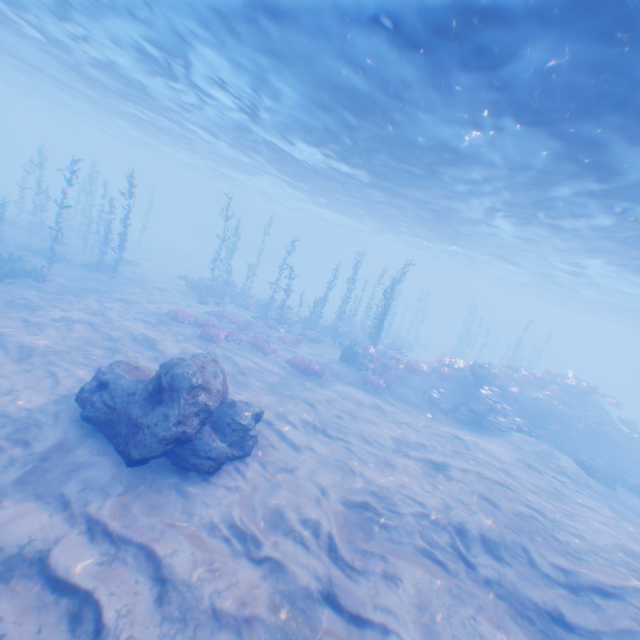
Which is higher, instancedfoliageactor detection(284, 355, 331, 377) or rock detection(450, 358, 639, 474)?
rock detection(450, 358, 639, 474)

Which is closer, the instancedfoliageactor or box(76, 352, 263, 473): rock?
box(76, 352, 263, 473): rock

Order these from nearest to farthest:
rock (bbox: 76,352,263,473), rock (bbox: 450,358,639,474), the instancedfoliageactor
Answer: rock (bbox: 76,352,263,473), the instancedfoliageactor, rock (bbox: 450,358,639,474)

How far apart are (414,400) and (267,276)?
43.3m

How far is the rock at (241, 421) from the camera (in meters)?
8.27

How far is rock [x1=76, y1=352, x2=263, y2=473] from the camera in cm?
827

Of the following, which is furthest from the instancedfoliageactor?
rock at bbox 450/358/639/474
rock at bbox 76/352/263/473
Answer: rock at bbox 450/358/639/474

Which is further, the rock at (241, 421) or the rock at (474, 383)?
the rock at (474, 383)
